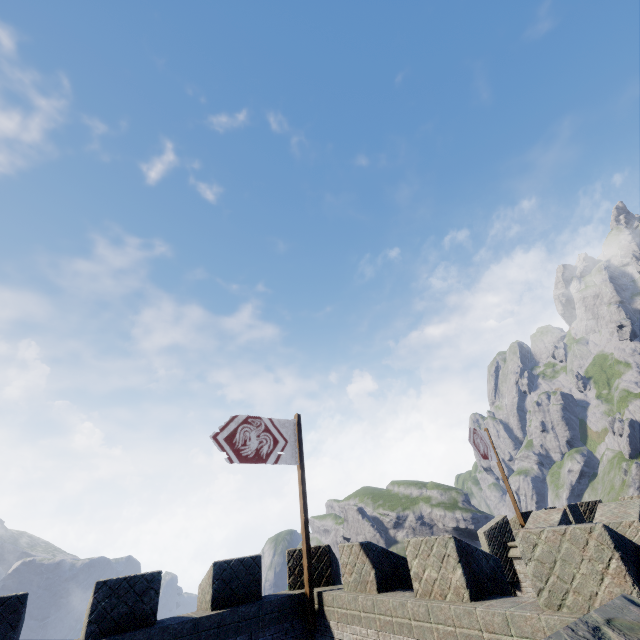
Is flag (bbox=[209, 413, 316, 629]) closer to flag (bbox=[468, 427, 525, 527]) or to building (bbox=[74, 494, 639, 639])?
building (bbox=[74, 494, 639, 639])

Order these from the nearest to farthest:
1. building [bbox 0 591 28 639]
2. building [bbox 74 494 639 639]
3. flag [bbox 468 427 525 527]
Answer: building [bbox 74 494 639 639] < building [bbox 0 591 28 639] < flag [bbox 468 427 525 527]

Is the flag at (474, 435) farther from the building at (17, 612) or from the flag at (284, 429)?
the flag at (284, 429)

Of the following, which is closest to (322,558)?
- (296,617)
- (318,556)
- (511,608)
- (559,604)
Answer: (318,556)

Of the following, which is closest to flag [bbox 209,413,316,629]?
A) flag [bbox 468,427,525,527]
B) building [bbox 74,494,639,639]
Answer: building [bbox 74,494,639,639]
